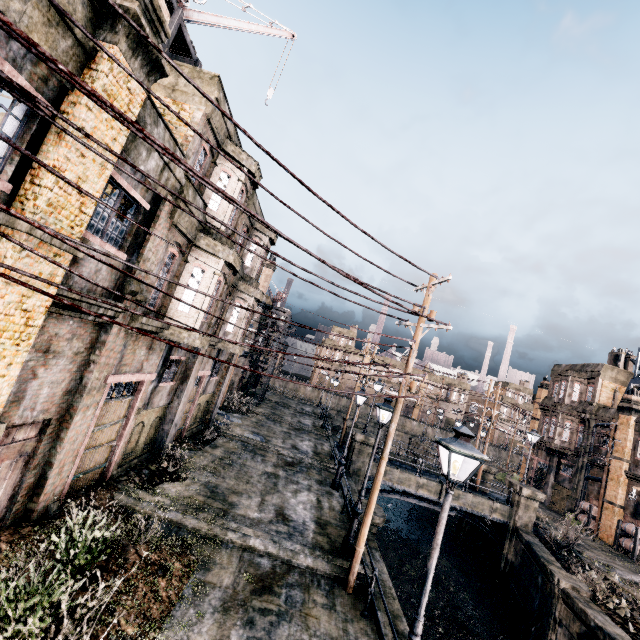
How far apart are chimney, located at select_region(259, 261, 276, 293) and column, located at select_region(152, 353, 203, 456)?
19.4 meters

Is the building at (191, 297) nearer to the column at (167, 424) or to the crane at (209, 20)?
the column at (167, 424)

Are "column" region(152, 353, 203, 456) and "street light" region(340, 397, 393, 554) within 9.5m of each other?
yes

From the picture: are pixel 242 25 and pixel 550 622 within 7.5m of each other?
no

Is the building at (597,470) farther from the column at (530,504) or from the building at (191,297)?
the building at (191,297)

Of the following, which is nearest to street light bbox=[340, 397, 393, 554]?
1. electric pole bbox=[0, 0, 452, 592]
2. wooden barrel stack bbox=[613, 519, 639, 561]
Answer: electric pole bbox=[0, 0, 452, 592]

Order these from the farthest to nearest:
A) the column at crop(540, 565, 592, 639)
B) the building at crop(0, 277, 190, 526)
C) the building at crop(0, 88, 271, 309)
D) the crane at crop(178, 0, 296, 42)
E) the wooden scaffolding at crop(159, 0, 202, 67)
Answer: the column at crop(540, 565, 592, 639) < the crane at crop(178, 0, 296, 42) < the wooden scaffolding at crop(159, 0, 202, 67) < the building at crop(0, 277, 190, 526) < the building at crop(0, 88, 271, 309)

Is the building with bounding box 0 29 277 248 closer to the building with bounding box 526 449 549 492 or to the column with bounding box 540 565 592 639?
the column with bounding box 540 565 592 639
